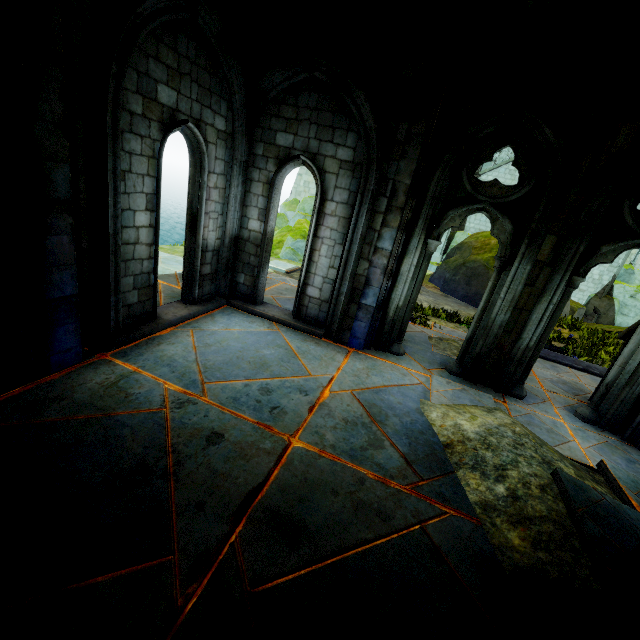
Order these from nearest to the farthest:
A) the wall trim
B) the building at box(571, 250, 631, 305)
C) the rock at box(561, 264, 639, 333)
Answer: the wall trim < the rock at box(561, 264, 639, 333) < the building at box(571, 250, 631, 305)

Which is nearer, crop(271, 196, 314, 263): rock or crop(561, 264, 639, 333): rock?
crop(271, 196, 314, 263): rock

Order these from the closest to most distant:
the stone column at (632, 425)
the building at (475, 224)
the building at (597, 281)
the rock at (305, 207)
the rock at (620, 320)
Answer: the stone column at (632, 425), the rock at (305, 207), the rock at (620, 320), the building at (597, 281), the building at (475, 224)

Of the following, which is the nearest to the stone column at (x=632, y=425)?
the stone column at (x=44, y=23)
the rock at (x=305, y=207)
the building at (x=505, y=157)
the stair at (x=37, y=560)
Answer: the building at (x=505, y=157)

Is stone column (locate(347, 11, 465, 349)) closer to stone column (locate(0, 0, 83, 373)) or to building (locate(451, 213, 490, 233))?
stone column (locate(0, 0, 83, 373))

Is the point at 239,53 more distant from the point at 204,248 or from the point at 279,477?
the point at 279,477

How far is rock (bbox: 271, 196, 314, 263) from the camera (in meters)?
13.81

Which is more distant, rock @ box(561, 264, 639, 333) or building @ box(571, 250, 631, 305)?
building @ box(571, 250, 631, 305)
